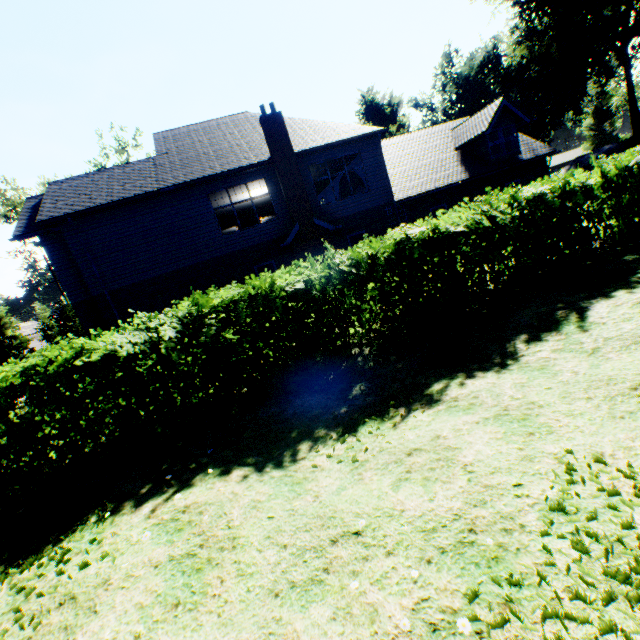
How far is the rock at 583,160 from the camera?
25.8 meters

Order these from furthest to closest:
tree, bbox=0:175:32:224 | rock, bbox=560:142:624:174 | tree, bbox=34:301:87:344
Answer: tree, bbox=34:301:87:344, tree, bbox=0:175:32:224, rock, bbox=560:142:624:174

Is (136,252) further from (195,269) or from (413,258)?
(413,258)

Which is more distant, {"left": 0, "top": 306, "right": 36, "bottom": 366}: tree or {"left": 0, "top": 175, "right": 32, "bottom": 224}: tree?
{"left": 0, "top": 306, "right": 36, "bottom": 366}: tree

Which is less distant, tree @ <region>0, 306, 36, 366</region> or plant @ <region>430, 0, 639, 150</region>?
plant @ <region>430, 0, 639, 150</region>

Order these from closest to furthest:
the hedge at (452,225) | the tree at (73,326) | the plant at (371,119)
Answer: the hedge at (452,225) < the tree at (73,326) < the plant at (371,119)

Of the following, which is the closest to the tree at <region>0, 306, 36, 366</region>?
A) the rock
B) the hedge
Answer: the hedge

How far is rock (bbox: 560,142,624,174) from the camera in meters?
25.8 m
